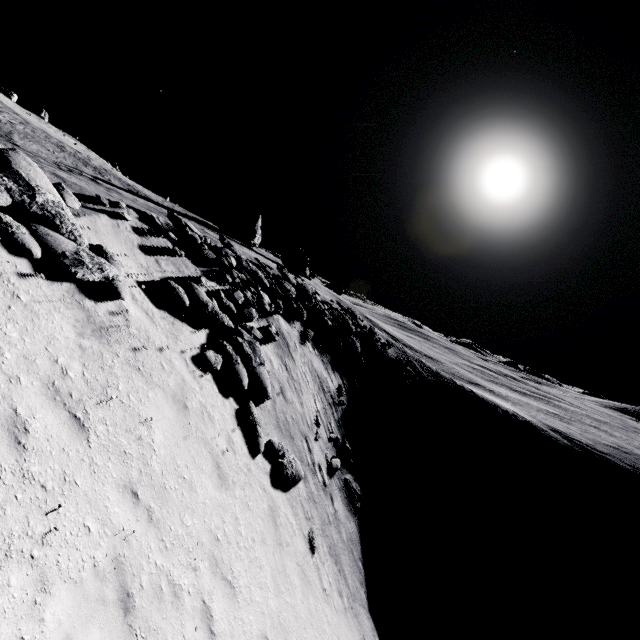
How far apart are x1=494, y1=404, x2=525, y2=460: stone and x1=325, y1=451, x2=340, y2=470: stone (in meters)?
31.87

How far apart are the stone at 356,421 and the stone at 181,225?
8.62m

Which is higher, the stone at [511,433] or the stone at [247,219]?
the stone at [247,219]

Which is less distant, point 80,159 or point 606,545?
point 606,545

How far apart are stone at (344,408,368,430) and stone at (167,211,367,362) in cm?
862

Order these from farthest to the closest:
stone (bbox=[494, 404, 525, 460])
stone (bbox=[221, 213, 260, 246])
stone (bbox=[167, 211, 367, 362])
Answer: stone (bbox=[221, 213, 260, 246]) → stone (bbox=[494, 404, 525, 460]) → stone (bbox=[167, 211, 367, 362])

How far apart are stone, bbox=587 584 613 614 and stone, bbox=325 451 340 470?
33.1m

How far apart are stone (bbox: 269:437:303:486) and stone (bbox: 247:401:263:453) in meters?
0.4 m
